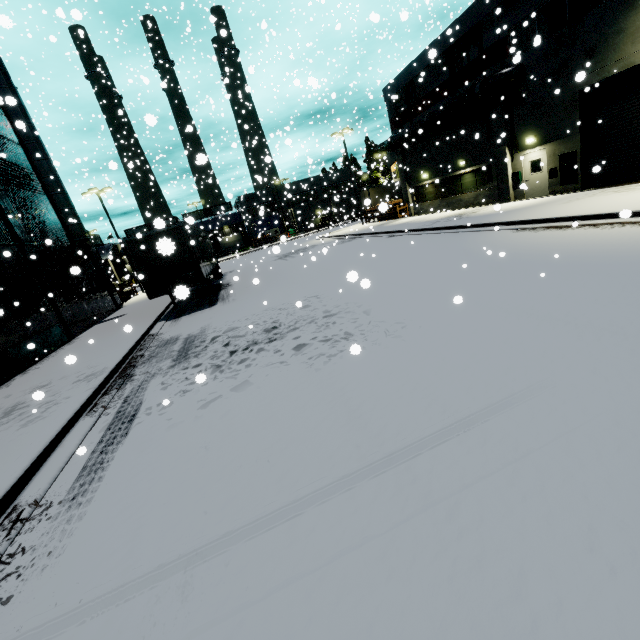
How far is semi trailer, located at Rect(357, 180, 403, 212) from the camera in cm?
3138

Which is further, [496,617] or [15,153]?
[15,153]

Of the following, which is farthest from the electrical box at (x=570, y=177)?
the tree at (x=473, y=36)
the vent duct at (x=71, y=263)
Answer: the vent duct at (x=71, y=263)

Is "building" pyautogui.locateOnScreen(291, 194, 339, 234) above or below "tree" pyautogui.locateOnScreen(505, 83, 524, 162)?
below

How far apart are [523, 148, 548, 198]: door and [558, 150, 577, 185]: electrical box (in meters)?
0.82

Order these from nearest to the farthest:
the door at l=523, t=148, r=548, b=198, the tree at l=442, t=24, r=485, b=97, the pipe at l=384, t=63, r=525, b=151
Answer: the pipe at l=384, t=63, r=525, b=151
the door at l=523, t=148, r=548, b=198
the tree at l=442, t=24, r=485, b=97

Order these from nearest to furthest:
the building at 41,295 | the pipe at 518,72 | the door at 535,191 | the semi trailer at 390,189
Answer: the building at 41,295 → the pipe at 518,72 → the door at 535,191 → the semi trailer at 390,189

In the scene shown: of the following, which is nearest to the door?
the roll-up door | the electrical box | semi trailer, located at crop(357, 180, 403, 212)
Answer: the electrical box
